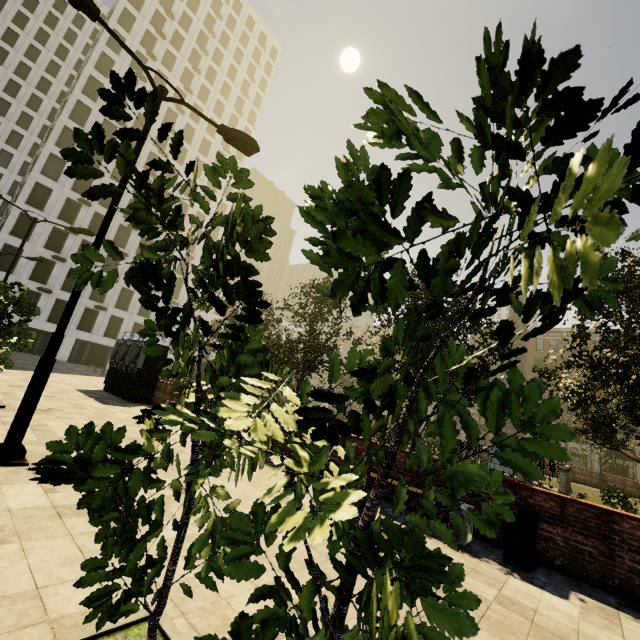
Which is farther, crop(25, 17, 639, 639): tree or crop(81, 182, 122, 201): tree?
crop(81, 182, 122, 201): tree

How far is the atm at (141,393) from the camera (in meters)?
15.44

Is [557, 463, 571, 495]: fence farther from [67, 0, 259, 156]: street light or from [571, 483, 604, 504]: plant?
[67, 0, 259, 156]: street light

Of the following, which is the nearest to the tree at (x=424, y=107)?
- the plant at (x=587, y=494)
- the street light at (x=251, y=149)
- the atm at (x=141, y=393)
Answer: the plant at (x=587, y=494)

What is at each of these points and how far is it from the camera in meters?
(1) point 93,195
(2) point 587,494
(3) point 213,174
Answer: (1) tree, 1.5 m
(2) plant, 18.3 m
(3) tree, 1.9 m

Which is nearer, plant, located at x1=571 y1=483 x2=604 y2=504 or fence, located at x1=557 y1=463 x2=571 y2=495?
fence, located at x1=557 y1=463 x2=571 y2=495

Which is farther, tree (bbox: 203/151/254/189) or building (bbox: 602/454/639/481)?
building (bbox: 602/454/639/481)

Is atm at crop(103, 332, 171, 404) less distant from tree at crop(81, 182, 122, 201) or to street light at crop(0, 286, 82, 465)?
tree at crop(81, 182, 122, 201)
